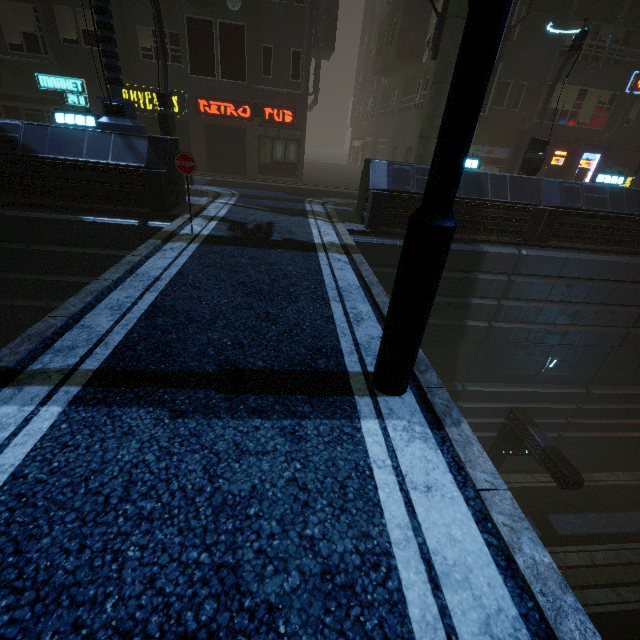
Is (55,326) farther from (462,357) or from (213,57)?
(213,57)

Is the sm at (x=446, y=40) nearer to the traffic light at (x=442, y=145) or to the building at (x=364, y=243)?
the building at (x=364, y=243)

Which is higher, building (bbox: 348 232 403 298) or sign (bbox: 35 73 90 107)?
sign (bbox: 35 73 90 107)

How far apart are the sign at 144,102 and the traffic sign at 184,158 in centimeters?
1292cm

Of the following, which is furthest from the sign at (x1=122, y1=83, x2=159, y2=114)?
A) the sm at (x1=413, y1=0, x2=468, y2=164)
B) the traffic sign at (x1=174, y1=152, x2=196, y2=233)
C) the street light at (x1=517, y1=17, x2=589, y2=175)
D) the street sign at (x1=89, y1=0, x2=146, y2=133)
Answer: the street light at (x1=517, y1=17, x2=589, y2=175)

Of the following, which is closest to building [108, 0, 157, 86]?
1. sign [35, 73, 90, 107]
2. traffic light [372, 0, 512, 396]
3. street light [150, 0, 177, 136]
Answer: sign [35, 73, 90, 107]

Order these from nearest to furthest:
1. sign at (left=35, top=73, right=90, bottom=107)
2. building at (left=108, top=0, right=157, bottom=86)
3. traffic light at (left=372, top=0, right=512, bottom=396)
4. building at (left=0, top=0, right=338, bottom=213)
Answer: traffic light at (left=372, top=0, right=512, bottom=396) → building at (left=0, top=0, right=338, bottom=213) → building at (left=108, top=0, right=157, bottom=86) → sign at (left=35, top=73, right=90, bottom=107)

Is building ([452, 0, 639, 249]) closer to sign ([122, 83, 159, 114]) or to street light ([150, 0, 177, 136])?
sign ([122, 83, 159, 114])
